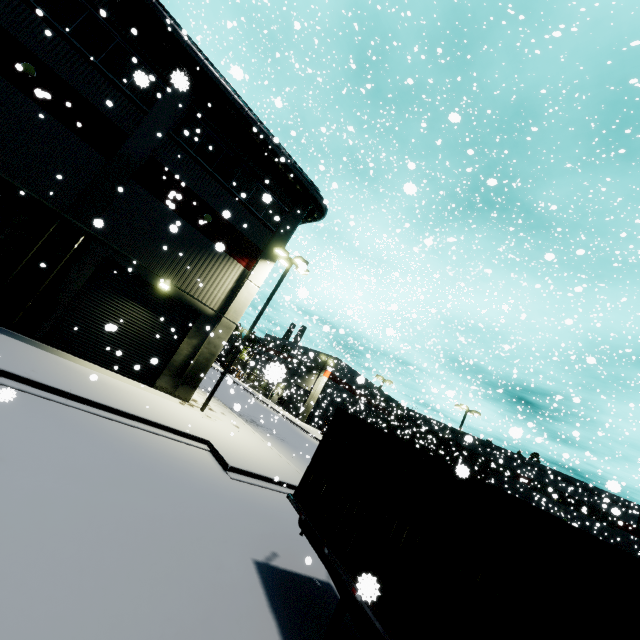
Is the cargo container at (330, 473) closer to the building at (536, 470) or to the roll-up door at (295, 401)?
the roll-up door at (295, 401)

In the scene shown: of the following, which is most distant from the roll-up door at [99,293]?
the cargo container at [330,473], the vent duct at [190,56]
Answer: the vent duct at [190,56]

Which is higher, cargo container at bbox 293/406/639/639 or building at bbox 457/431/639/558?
building at bbox 457/431/639/558

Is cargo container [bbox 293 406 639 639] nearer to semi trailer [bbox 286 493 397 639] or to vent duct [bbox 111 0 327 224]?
semi trailer [bbox 286 493 397 639]

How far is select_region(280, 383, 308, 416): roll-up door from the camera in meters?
42.6 m

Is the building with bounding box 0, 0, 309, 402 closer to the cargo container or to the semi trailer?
the semi trailer

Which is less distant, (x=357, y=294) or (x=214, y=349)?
(x=214, y=349)
